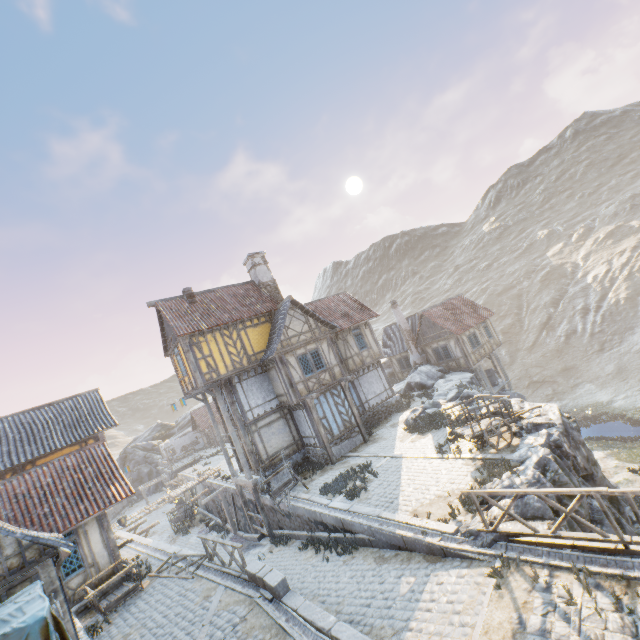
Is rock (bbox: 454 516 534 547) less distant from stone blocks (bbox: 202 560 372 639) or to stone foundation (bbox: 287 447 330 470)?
stone blocks (bbox: 202 560 372 639)

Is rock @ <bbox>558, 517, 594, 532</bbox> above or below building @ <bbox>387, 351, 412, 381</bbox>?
below

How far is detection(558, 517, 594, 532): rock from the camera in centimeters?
836cm

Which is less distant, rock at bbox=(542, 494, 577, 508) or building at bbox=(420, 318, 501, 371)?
rock at bbox=(542, 494, 577, 508)

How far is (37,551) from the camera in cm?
998

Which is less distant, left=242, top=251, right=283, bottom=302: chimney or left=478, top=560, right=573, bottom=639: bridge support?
left=478, top=560, right=573, bottom=639: bridge support

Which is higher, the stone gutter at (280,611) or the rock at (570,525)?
the stone gutter at (280,611)

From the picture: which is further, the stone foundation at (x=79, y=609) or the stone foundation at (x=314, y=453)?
the stone foundation at (x=314, y=453)
